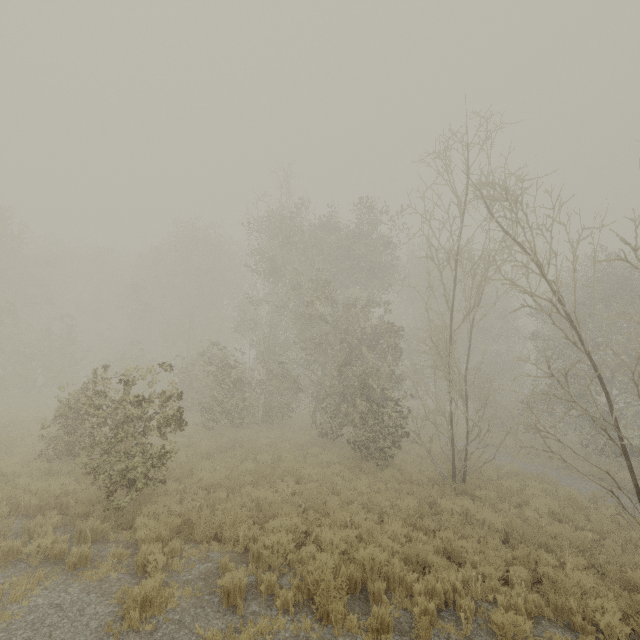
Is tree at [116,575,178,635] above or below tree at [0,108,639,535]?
below

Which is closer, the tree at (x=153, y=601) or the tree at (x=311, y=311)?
the tree at (x=153, y=601)

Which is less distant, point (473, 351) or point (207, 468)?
point (207, 468)

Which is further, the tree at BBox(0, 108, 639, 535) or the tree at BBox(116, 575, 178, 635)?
the tree at BBox(0, 108, 639, 535)

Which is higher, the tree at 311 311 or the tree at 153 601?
the tree at 311 311
